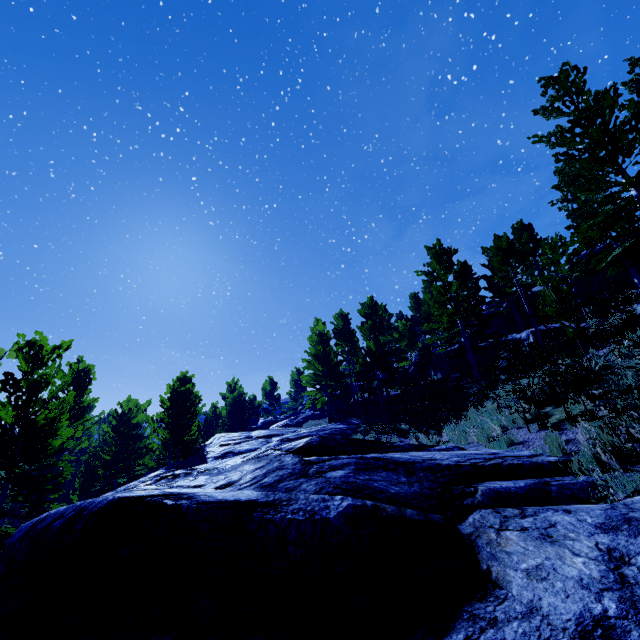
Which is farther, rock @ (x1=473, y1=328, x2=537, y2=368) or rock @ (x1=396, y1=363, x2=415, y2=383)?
rock @ (x1=396, y1=363, x2=415, y2=383)

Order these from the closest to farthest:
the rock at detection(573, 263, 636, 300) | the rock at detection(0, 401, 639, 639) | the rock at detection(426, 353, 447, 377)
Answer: the rock at detection(0, 401, 639, 639) < the rock at detection(573, 263, 636, 300) < the rock at detection(426, 353, 447, 377)

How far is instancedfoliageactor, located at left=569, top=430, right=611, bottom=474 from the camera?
4.9 meters

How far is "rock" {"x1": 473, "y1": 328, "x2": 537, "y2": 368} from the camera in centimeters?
2084cm

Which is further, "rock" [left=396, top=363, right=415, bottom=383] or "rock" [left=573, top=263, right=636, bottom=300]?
"rock" [left=396, top=363, right=415, bottom=383]

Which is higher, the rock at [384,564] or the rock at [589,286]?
the rock at [589,286]

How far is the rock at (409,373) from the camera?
30.80m

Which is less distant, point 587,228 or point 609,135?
point 609,135
